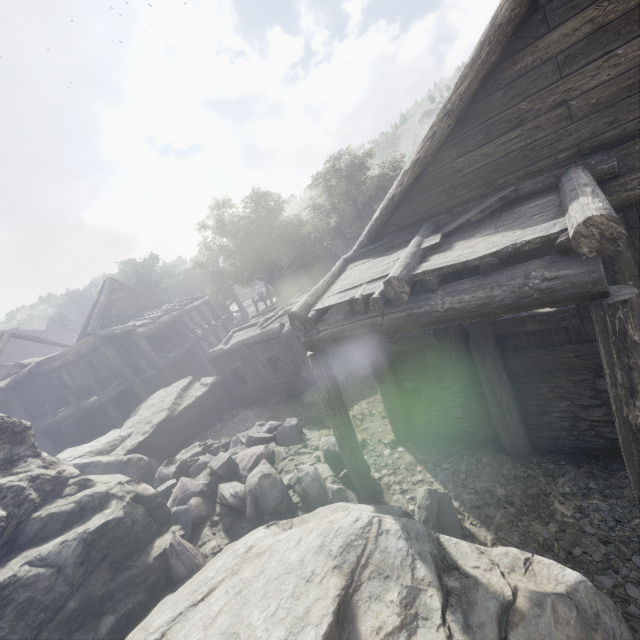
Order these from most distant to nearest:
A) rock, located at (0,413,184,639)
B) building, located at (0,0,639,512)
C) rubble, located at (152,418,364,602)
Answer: rubble, located at (152,418,364,602) < rock, located at (0,413,184,639) < building, located at (0,0,639,512)

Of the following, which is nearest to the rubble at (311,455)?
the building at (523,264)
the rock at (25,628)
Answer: the rock at (25,628)

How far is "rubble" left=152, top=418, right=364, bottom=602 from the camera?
6.6 meters

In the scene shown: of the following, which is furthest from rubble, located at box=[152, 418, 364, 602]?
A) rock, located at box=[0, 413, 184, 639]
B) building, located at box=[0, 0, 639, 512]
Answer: building, located at box=[0, 0, 639, 512]

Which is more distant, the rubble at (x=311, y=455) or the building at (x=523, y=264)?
the rubble at (x=311, y=455)

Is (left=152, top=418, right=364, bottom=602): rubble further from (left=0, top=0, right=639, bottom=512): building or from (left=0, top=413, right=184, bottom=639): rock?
(left=0, top=0, right=639, bottom=512): building

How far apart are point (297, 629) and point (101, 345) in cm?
1978
